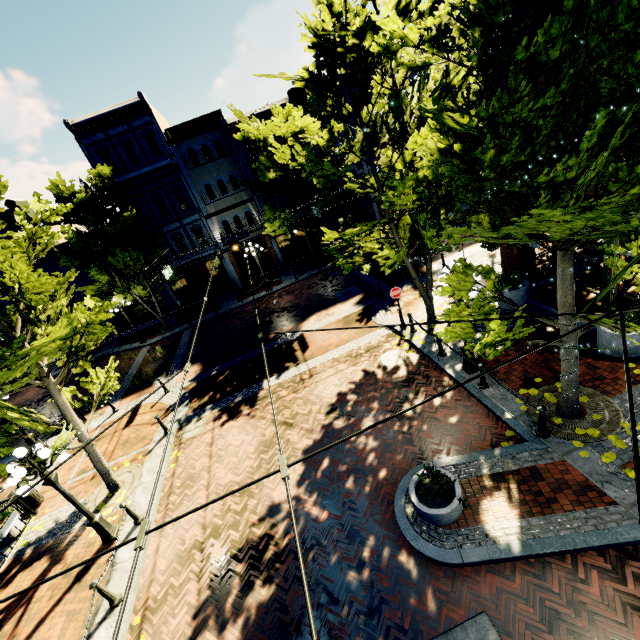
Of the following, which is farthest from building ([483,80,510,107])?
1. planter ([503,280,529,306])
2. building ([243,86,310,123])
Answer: planter ([503,280,529,306])

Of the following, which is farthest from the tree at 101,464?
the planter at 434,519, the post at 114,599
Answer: the planter at 434,519

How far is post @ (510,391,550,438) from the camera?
7.08m

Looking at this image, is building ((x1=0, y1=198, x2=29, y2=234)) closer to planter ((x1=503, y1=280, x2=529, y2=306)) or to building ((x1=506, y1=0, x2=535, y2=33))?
building ((x1=506, y1=0, x2=535, y2=33))

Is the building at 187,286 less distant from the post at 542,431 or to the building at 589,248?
the building at 589,248

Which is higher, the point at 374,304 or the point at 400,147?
the point at 400,147

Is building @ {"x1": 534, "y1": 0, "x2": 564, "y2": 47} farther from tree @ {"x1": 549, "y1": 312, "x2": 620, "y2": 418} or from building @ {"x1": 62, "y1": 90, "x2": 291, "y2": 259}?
building @ {"x1": 62, "y1": 90, "x2": 291, "y2": 259}

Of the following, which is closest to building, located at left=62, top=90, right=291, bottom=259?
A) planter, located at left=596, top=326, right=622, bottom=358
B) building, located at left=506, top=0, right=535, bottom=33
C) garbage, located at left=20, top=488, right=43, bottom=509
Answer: building, located at left=506, top=0, right=535, bottom=33
